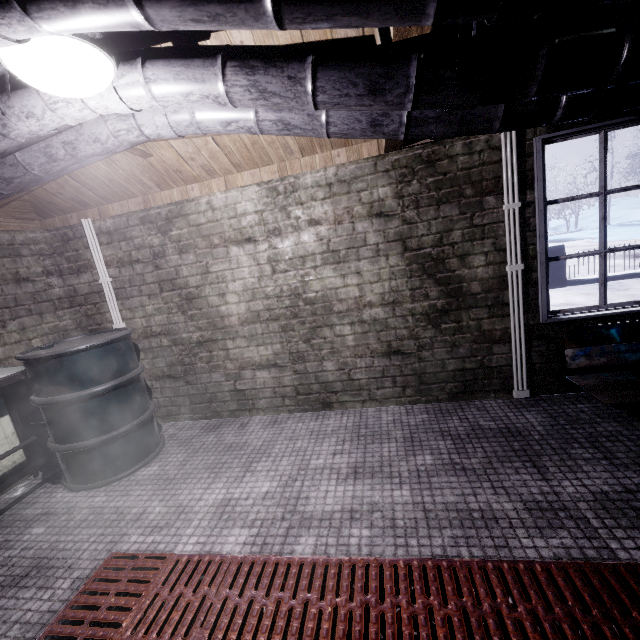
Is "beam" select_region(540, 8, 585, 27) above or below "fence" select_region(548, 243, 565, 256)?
above

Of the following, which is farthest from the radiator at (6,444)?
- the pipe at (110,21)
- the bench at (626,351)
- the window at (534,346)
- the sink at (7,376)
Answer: the bench at (626,351)

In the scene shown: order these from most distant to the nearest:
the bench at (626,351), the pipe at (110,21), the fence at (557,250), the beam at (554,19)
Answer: the fence at (557,250) → the bench at (626,351) → the beam at (554,19) → the pipe at (110,21)

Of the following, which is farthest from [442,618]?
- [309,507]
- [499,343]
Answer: [499,343]

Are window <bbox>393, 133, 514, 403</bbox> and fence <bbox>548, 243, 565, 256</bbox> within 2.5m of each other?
no

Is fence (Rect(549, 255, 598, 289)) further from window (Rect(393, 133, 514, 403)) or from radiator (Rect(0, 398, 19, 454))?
radiator (Rect(0, 398, 19, 454))

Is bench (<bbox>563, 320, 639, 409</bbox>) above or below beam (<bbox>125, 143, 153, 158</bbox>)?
below

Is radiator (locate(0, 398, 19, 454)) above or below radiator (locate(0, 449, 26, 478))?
above
